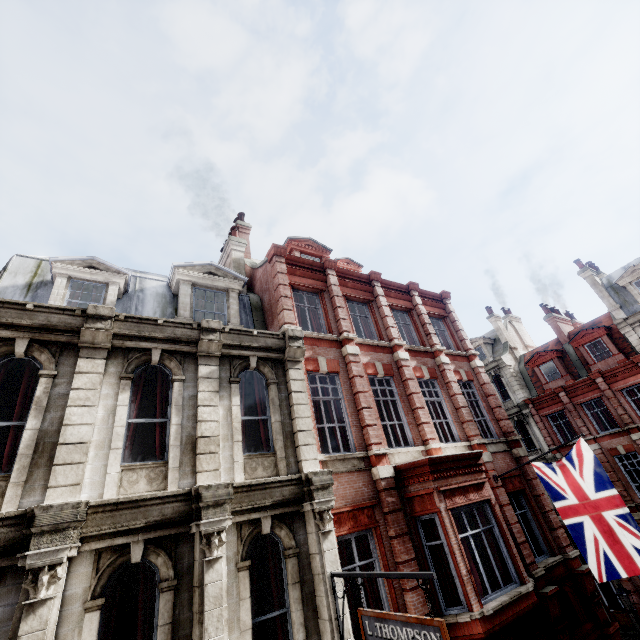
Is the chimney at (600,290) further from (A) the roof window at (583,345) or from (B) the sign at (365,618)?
(B) the sign at (365,618)

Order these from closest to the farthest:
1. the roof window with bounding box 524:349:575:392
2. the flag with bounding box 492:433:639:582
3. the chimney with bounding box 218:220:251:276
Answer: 1. the flag with bounding box 492:433:639:582
2. the chimney with bounding box 218:220:251:276
3. the roof window with bounding box 524:349:575:392

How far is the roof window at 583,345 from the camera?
22.1m

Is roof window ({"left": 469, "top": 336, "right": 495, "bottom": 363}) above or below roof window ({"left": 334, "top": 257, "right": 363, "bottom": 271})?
below

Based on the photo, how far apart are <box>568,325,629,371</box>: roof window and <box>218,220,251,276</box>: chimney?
24.64m

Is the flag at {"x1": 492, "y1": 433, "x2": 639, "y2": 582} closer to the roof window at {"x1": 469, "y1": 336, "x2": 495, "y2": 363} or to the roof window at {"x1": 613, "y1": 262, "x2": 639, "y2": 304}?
→ the roof window at {"x1": 613, "y1": 262, "x2": 639, "y2": 304}

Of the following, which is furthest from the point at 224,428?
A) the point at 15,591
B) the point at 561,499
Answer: the point at 561,499

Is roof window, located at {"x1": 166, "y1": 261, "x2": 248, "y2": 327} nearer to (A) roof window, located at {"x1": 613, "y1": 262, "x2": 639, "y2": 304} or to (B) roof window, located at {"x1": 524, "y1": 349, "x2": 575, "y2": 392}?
(B) roof window, located at {"x1": 524, "y1": 349, "x2": 575, "y2": 392}
